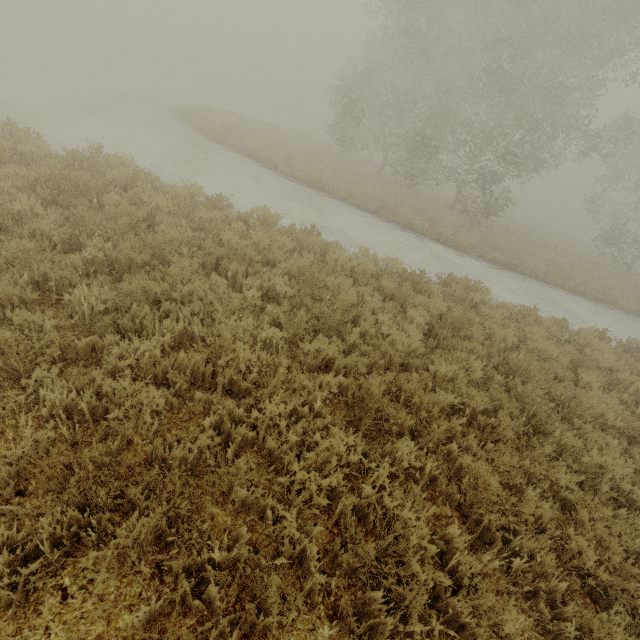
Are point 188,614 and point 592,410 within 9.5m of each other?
yes
